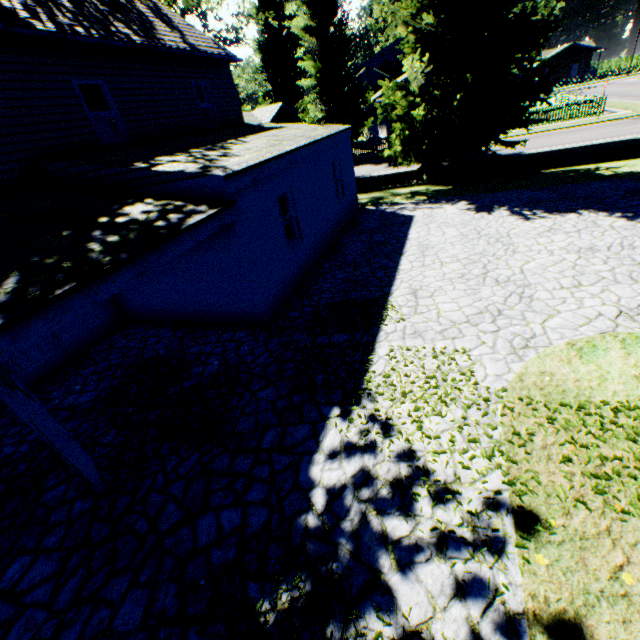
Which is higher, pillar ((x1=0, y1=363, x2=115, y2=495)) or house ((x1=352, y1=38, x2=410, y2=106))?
house ((x1=352, y1=38, x2=410, y2=106))

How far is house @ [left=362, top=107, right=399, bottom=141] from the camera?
32.2m

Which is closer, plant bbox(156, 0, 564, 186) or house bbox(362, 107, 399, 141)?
plant bbox(156, 0, 564, 186)

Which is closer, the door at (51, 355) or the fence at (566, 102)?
the door at (51, 355)

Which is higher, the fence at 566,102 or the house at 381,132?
the house at 381,132

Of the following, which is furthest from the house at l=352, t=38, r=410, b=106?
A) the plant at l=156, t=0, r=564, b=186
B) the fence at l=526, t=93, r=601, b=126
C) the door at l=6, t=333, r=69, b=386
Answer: the door at l=6, t=333, r=69, b=386

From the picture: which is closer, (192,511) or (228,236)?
(192,511)

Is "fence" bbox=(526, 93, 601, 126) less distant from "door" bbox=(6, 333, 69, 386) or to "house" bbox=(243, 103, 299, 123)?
"house" bbox=(243, 103, 299, 123)
